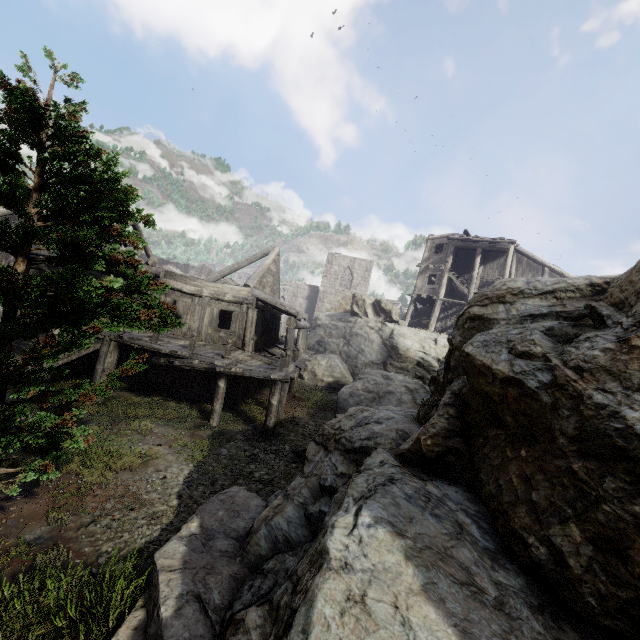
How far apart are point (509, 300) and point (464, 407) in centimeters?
181cm

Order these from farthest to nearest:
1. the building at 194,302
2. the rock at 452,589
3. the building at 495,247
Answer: the building at 495,247 → the building at 194,302 → the rock at 452,589

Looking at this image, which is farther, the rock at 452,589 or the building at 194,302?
the building at 194,302

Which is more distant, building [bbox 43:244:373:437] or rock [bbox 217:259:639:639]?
building [bbox 43:244:373:437]

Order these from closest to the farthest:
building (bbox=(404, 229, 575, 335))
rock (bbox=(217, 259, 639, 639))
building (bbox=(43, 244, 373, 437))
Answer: rock (bbox=(217, 259, 639, 639)), building (bbox=(43, 244, 373, 437)), building (bbox=(404, 229, 575, 335))

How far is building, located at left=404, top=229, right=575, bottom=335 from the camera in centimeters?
2603cm
